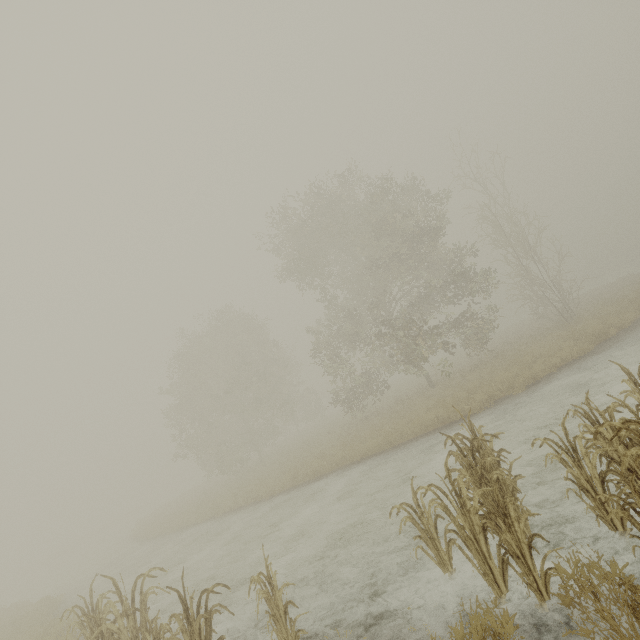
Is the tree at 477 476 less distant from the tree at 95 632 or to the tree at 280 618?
the tree at 280 618

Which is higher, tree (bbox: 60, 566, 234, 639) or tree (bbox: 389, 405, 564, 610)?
tree (bbox: 60, 566, 234, 639)

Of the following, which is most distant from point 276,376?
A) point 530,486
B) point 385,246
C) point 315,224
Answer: point 530,486

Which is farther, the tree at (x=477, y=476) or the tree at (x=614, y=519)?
the tree at (x=477, y=476)

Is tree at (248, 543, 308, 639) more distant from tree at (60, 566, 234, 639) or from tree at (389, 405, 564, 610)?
tree at (389, 405, 564, 610)

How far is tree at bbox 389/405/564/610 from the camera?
3.7 meters
